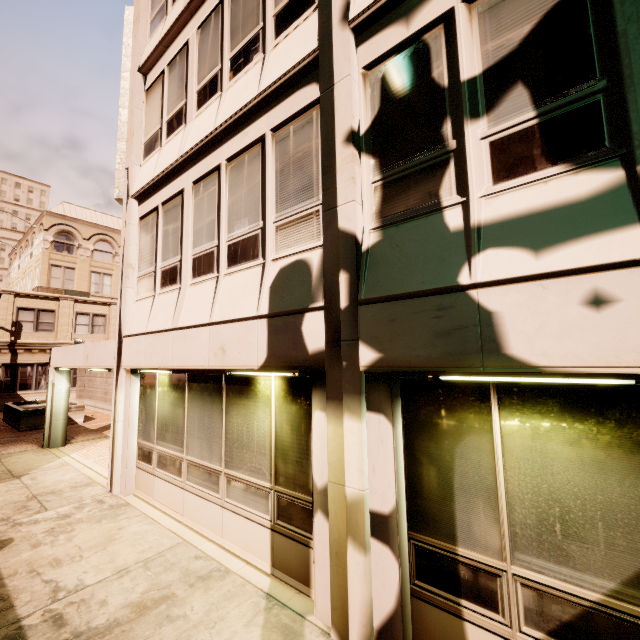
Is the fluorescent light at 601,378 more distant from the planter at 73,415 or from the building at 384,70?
the planter at 73,415

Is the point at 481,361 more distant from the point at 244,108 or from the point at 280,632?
the point at 244,108

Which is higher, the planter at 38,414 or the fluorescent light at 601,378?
the fluorescent light at 601,378

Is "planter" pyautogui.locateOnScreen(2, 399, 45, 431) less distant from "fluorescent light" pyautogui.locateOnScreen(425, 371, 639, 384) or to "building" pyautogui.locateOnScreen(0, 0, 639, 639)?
"building" pyautogui.locateOnScreen(0, 0, 639, 639)

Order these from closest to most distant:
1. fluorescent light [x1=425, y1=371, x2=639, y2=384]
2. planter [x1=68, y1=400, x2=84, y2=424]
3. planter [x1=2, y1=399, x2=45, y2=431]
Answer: fluorescent light [x1=425, y1=371, x2=639, y2=384], planter [x1=2, y1=399, x2=45, y2=431], planter [x1=68, y1=400, x2=84, y2=424]

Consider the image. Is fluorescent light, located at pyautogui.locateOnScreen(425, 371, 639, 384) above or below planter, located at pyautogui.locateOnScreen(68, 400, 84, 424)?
above
